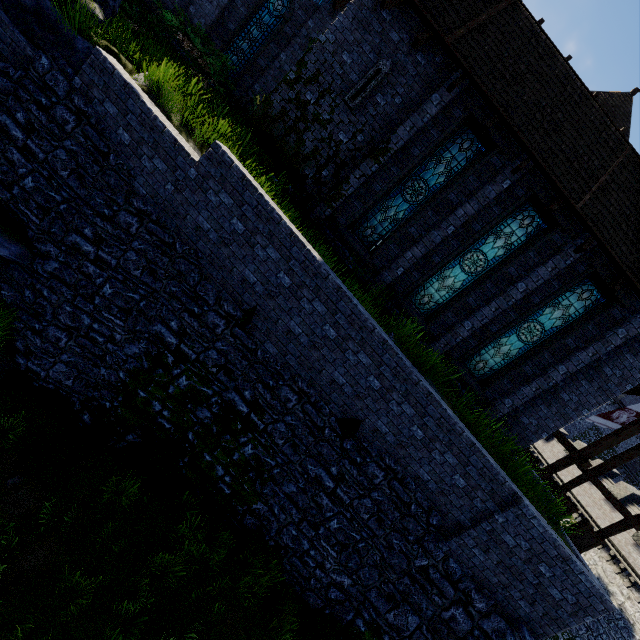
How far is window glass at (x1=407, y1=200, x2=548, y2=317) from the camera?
9.97m

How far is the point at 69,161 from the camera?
6.90m

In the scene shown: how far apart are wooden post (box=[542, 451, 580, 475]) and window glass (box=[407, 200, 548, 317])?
9.1m

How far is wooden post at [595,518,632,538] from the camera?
13.54m

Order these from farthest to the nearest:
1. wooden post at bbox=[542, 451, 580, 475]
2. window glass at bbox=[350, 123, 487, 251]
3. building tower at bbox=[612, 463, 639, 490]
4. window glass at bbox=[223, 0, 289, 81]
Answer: building tower at bbox=[612, 463, 639, 490] < wooden post at bbox=[542, 451, 580, 475] < window glass at bbox=[223, 0, 289, 81] < window glass at bbox=[350, 123, 487, 251]

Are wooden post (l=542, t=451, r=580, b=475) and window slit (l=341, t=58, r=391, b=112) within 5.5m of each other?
no

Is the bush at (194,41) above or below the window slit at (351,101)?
below

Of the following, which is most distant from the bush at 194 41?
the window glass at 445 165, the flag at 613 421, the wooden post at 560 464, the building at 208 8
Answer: the flag at 613 421
